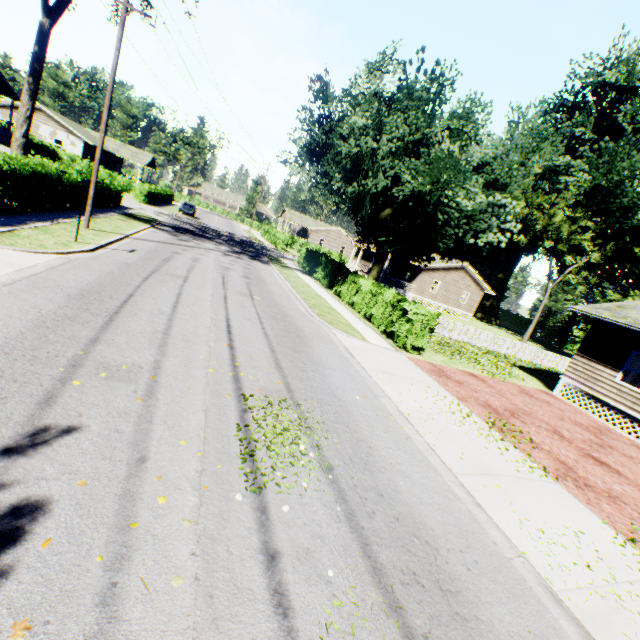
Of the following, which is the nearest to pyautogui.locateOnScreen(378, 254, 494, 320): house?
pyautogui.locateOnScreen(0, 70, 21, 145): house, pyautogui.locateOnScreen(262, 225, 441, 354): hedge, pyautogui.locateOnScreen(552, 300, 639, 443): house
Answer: pyautogui.locateOnScreen(262, 225, 441, 354): hedge

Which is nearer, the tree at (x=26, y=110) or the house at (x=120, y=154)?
the tree at (x=26, y=110)

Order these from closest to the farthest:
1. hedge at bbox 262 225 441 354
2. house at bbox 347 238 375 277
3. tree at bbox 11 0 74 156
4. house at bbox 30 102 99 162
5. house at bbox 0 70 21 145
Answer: hedge at bbox 262 225 441 354
tree at bbox 11 0 74 156
house at bbox 0 70 21 145
house at bbox 30 102 99 162
house at bbox 347 238 375 277

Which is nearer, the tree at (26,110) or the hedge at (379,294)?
the hedge at (379,294)

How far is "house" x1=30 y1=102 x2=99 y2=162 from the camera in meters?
40.3

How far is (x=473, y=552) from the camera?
4.5 meters

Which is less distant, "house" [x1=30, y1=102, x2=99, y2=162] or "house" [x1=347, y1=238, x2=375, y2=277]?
"house" [x1=30, y1=102, x2=99, y2=162]

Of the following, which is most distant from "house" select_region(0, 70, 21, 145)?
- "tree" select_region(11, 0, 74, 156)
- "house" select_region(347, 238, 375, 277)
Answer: "house" select_region(347, 238, 375, 277)
